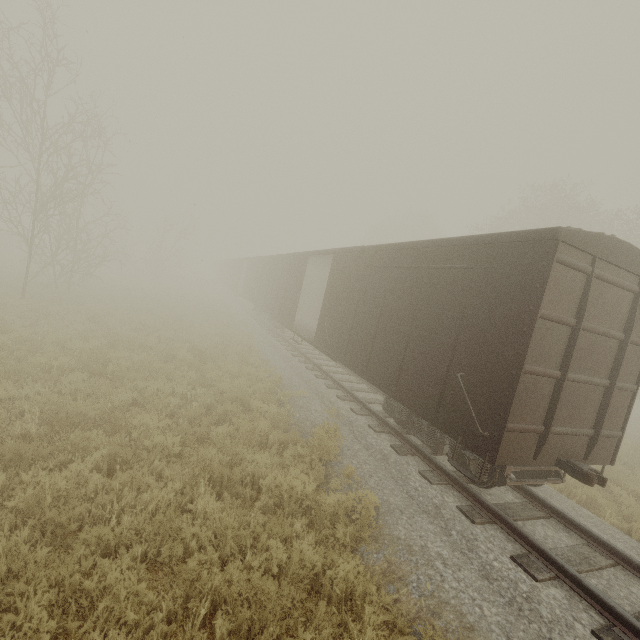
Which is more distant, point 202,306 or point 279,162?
point 202,306

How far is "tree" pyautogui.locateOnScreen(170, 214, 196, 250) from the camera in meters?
37.7

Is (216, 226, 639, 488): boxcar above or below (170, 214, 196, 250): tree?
below

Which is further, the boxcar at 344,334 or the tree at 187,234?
the tree at 187,234

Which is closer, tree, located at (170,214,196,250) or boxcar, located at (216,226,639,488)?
boxcar, located at (216,226,639,488)

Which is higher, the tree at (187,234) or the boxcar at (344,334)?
the tree at (187,234)
